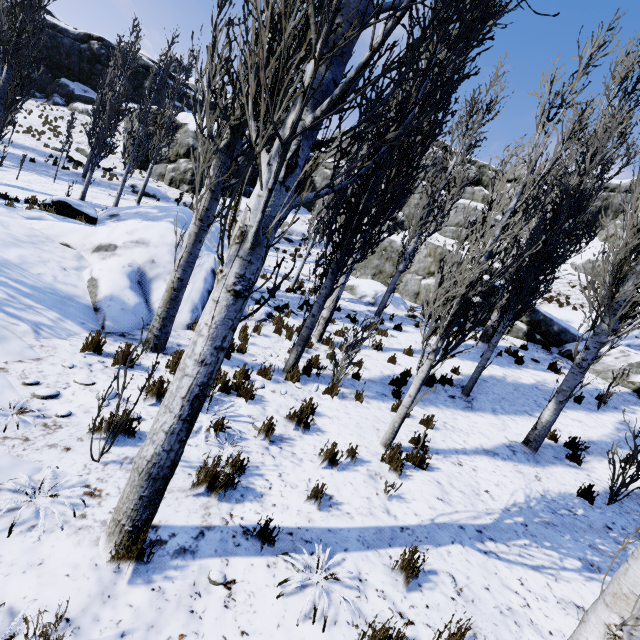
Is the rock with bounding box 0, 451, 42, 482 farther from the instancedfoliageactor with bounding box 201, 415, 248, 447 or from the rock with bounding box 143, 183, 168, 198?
the rock with bounding box 143, 183, 168, 198

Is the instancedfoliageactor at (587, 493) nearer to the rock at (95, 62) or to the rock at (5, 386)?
the rock at (5, 386)

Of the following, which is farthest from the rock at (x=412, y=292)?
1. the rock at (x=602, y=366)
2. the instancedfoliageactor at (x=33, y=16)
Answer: the instancedfoliageactor at (x=33, y=16)

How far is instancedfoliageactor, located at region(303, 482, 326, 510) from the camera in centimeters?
372cm

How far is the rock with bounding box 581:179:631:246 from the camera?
27.2m

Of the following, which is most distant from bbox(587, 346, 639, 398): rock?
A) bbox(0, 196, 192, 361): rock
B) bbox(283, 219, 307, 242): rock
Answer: bbox(283, 219, 307, 242): rock

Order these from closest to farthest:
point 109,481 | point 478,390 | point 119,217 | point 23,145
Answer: point 109,481, point 478,390, point 119,217, point 23,145
